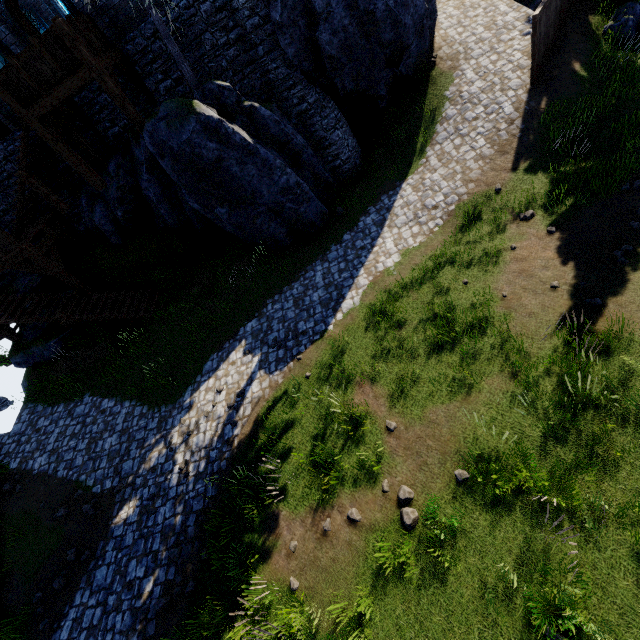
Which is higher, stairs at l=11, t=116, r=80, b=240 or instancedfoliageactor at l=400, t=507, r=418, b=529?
stairs at l=11, t=116, r=80, b=240

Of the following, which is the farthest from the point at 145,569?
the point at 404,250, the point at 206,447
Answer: the point at 404,250

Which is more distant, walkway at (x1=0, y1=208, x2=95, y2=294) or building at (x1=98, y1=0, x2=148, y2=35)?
walkway at (x1=0, y1=208, x2=95, y2=294)

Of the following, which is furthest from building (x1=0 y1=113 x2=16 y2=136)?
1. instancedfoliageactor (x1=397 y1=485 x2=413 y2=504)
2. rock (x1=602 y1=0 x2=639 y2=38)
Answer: instancedfoliageactor (x1=397 y1=485 x2=413 y2=504)

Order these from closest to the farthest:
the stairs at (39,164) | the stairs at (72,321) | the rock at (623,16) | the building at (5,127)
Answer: the rock at (623,16), the stairs at (39,164), the building at (5,127), the stairs at (72,321)

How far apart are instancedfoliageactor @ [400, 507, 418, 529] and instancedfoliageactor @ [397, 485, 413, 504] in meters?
0.1

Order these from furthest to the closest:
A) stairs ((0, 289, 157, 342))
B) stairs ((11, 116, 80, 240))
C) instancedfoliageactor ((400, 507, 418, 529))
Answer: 1. stairs ((0, 289, 157, 342))
2. stairs ((11, 116, 80, 240))
3. instancedfoliageactor ((400, 507, 418, 529))

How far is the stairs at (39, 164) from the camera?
11.9m
